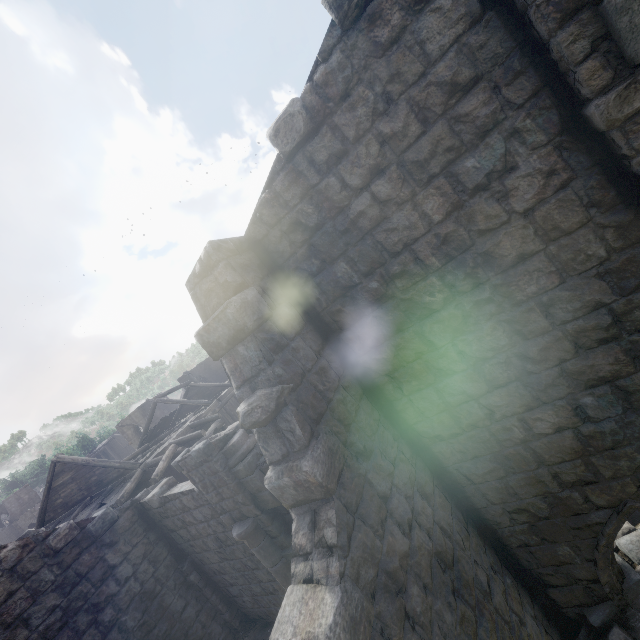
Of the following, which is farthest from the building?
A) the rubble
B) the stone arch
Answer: the stone arch

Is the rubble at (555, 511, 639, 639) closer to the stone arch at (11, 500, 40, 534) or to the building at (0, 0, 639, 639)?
the building at (0, 0, 639, 639)

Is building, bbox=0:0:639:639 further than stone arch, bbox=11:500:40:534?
No

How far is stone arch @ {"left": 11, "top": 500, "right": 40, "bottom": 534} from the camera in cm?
5336

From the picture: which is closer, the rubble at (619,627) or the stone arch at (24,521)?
the rubble at (619,627)

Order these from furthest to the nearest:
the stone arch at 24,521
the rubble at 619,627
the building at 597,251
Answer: the stone arch at 24,521 < the rubble at 619,627 < the building at 597,251

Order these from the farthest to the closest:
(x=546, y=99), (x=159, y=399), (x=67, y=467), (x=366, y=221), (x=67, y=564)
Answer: (x=159, y=399) → (x=67, y=467) → (x=67, y=564) → (x=366, y=221) → (x=546, y=99)

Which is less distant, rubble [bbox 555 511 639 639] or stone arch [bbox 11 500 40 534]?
rubble [bbox 555 511 639 639]
